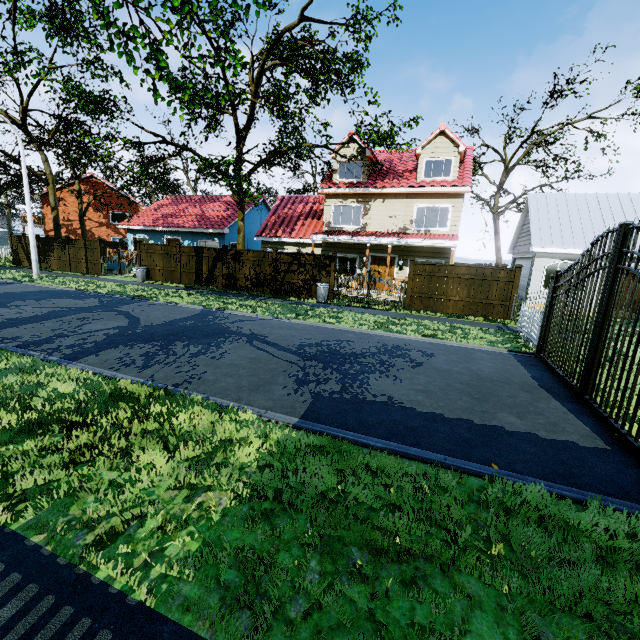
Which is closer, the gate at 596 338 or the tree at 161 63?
the gate at 596 338

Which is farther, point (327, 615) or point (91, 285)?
point (91, 285)

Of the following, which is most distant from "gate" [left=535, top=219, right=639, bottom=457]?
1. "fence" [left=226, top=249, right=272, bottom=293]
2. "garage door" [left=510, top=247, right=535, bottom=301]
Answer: "fence" [left=226, top=249, right=272, bottom=293]

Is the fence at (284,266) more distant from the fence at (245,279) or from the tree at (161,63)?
the tree at (161,63)

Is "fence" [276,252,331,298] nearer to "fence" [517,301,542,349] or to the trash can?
the trash can

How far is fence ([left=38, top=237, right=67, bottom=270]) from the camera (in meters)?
23.61

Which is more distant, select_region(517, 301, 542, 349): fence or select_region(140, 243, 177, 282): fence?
select_region(140, 243, 177, 282): fence

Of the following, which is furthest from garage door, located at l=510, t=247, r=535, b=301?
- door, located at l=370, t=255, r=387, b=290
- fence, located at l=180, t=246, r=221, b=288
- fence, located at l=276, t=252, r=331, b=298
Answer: fence, located at l=180, t=246, r=221, b=288
